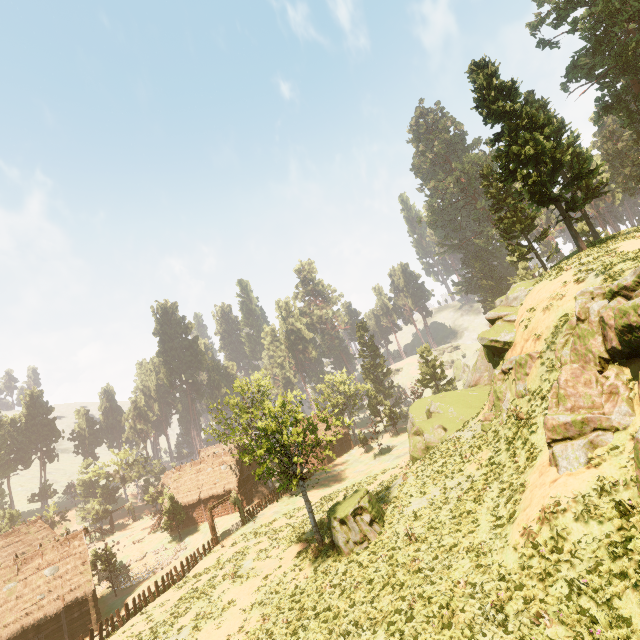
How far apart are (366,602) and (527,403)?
12.5m

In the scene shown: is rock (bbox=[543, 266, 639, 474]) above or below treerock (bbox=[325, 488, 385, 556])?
above

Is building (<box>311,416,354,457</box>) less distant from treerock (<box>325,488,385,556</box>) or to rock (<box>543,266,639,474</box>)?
treerock (<box>325,488,385,556</box>)

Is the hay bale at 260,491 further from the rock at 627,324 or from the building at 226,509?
the rock at 627,324

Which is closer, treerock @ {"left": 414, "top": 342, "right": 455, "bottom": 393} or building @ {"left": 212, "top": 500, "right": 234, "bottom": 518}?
building @ {"left": 212, "top": 500, "right": 234, "bottom": 518}

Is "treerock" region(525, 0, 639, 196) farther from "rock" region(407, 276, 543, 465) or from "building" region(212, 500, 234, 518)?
"rock" region(407, 276, 543, 465)

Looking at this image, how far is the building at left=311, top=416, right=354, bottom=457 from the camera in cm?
5547

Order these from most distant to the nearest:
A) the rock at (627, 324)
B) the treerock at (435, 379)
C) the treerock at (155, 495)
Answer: the treerock at (435, 379) < the treerock at (155, 495) < the rock at (627, 324)
